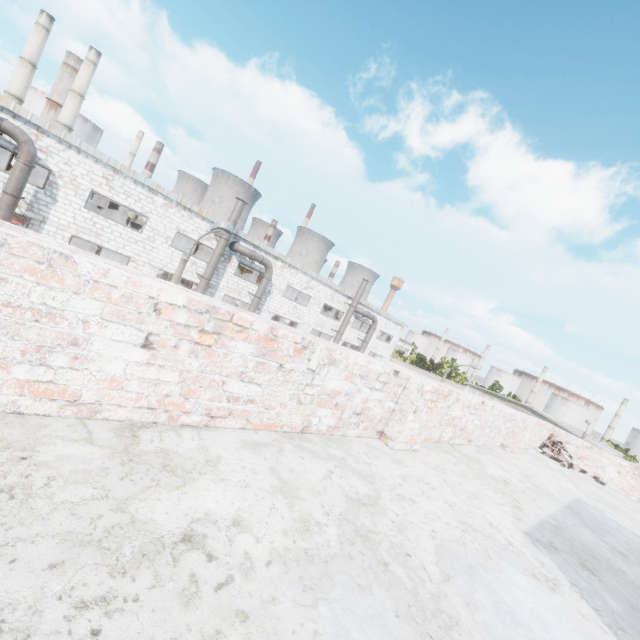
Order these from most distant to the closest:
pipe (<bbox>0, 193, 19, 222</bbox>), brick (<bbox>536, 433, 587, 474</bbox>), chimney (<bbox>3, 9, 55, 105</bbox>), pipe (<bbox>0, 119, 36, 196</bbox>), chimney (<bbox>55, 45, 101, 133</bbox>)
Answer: chimney (<bbox>55, 45, 101, 133</bbox>) → chimney (<bbox>3, 9, 55, 105</bbox>) → pipe (<bbox>0, 193, 19, 222</bbox>) → pipe (<bbox>0, 119, 36, 196</bbox>) → brick (<bbox>536, 433, 587, 474</bbox>)

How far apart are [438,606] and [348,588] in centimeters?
52cm

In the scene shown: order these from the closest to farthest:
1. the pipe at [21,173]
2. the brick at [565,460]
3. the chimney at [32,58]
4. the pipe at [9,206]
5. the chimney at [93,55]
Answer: the brick at [565,460], the pipe at [21,173], the pipe at [9,206], the chimney at [32,58], the chimney at [93,55]

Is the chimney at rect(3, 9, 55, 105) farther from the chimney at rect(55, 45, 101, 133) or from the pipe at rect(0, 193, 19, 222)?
the pipe at rect(0, 193, 19, 222)

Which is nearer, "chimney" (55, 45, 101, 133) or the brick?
the brick

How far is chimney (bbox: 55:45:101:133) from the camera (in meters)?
57.88

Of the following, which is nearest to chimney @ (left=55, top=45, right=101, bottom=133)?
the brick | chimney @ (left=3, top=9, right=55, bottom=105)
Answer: chimney @ (left=3, top=9, right=55, bottom=105)

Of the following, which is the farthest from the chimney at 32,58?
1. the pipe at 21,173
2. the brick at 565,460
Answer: the brick at 565,460
